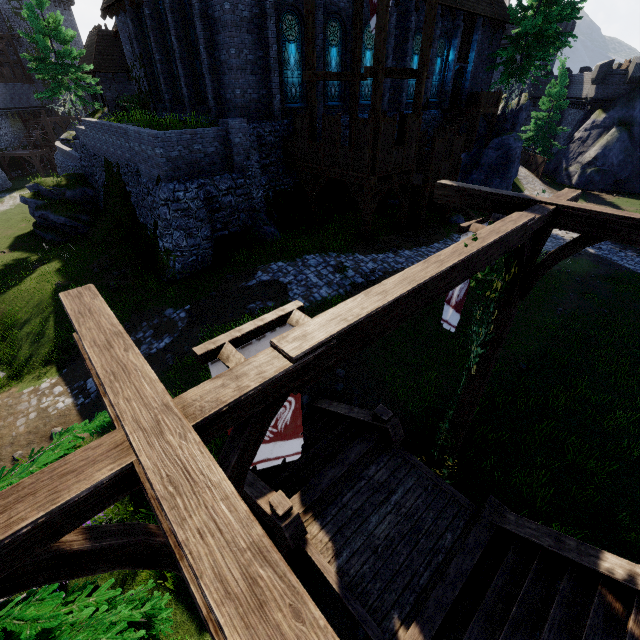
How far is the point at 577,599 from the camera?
4.7 meters

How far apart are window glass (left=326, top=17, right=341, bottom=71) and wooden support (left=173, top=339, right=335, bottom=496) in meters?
21.0

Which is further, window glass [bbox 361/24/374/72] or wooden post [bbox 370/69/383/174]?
window glass [bbox 361/24/374/72]

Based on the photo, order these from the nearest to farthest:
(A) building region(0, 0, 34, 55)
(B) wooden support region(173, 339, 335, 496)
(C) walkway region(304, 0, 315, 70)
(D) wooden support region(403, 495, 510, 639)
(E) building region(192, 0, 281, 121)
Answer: (B) wooden support region(173, 339, 335, 496), (D) wooden support region(403, 495, 510, 639), (C) walkway region(304, 0, 315, 70), (E) building region(192, 0, 281, 121), (A) building region(0, 0, 34, 55)

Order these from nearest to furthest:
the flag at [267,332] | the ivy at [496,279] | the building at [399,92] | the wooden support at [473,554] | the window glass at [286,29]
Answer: the flag at [267,332] → the ivy at [496,279] → the wooden support at [473,554] → the window glass at [286,29] → the building at [399,92]

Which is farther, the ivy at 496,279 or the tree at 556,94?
the tree at 556,94

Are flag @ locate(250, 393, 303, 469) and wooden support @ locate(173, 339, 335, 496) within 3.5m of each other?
yes

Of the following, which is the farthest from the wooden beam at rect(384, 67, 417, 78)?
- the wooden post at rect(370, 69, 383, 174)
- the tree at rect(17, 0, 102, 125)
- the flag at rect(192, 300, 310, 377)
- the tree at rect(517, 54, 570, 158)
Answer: the tree at rect(517, 54, 570, 158)
